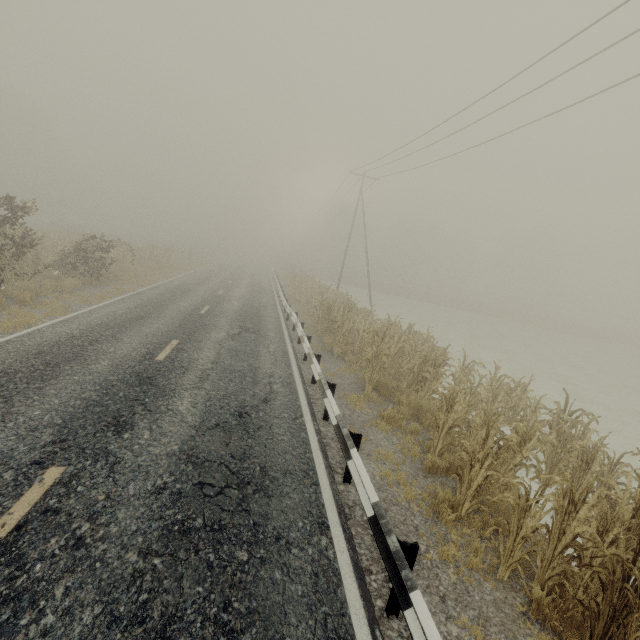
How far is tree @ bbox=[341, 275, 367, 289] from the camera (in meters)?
56.56

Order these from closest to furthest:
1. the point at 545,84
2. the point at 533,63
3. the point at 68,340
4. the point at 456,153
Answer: the point at 68,340, the point at 533,63, the point at 545,84, the point at 456,153

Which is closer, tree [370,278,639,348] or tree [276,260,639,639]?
tree [276,260,639,639]

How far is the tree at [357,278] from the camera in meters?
56.6 m

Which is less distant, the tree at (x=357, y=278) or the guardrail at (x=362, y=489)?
the guardrail at (x=362, y=489)

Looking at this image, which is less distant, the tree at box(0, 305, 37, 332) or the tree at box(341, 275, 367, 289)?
the tree at box(0, 305, 37, 332)

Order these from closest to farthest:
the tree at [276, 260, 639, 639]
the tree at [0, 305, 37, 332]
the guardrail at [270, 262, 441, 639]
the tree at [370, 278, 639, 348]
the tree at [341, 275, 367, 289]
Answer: the guardrail at [270, 262, 441, 639]
the tree at [276, 260, 639, 639]
the tree at [0, 305, 37, 332]
the tree at [370, 278, 639, 348]
the tree at [341, 275, 367, 289]

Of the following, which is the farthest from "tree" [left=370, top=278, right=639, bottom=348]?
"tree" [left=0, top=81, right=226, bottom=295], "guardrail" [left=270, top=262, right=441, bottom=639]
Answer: "guardrail" [left=270, top=262, right=441, bottom=639]
